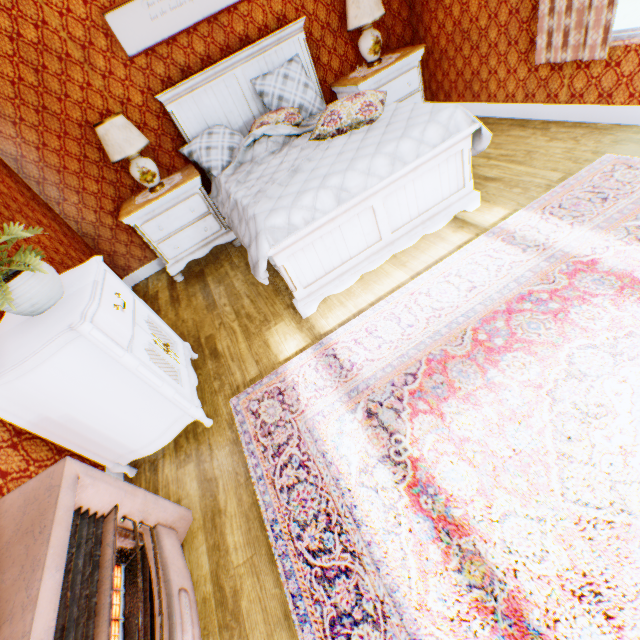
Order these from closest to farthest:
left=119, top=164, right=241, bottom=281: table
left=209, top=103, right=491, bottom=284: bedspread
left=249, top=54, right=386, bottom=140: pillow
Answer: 1. left=209, top=103, right=491, bottom=284: bedspread
2. left=249, top=54, right=386, bottom=140: pillow
3. left=119, top=164, right=241, bottom=281: table

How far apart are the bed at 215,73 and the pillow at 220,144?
0.1 meters

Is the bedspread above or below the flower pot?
below

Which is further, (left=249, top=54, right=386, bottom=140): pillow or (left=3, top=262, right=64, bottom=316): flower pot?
(left=249, top=54, right=386, bottom=140): pillow

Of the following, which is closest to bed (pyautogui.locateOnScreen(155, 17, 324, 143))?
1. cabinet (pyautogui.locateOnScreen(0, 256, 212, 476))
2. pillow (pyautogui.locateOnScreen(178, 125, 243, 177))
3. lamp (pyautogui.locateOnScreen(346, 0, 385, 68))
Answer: pillow (pyautogui.locateOnScreen(178, 125, 243, 177))

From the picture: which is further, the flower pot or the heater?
the flower pot

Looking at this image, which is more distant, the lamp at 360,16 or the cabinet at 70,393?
the lamp at 360,16

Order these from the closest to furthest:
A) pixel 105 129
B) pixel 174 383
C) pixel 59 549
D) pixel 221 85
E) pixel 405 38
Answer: pixel 59 549
pixel 174 383
pixel 105 129
pixel 221 85
pixel 405 38
